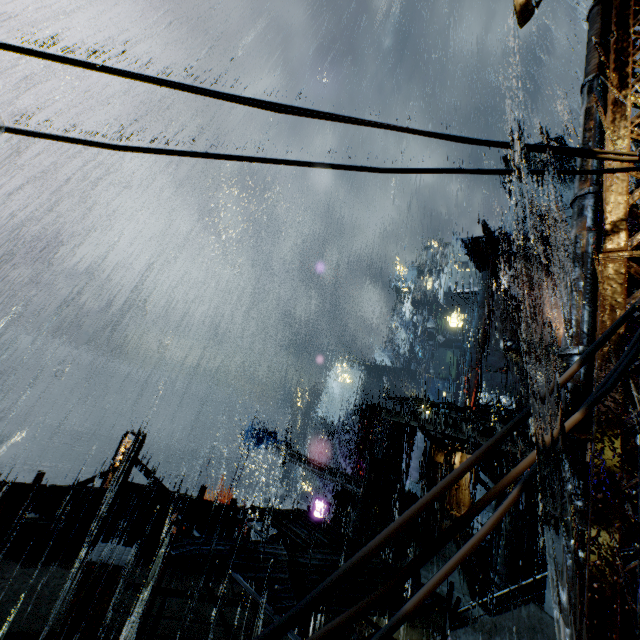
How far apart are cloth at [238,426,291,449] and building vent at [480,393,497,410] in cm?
2785

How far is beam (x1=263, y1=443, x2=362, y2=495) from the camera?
21.5m

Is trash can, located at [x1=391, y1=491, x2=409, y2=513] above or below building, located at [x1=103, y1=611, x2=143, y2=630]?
above

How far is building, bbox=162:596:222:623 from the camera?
8.7m

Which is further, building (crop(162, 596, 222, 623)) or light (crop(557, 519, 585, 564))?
building (crop(162, 596, 222, 623))

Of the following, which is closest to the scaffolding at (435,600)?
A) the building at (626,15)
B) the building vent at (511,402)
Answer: the building at (626,15)

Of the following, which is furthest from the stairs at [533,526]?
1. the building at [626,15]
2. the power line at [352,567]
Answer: the power line at [352,567]

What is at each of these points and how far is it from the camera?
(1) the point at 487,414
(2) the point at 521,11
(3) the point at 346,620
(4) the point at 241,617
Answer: (1) sm, 22.1m
(2) light, 5.0m
(3) power line, 0.8m
(4) building, 9.4m
